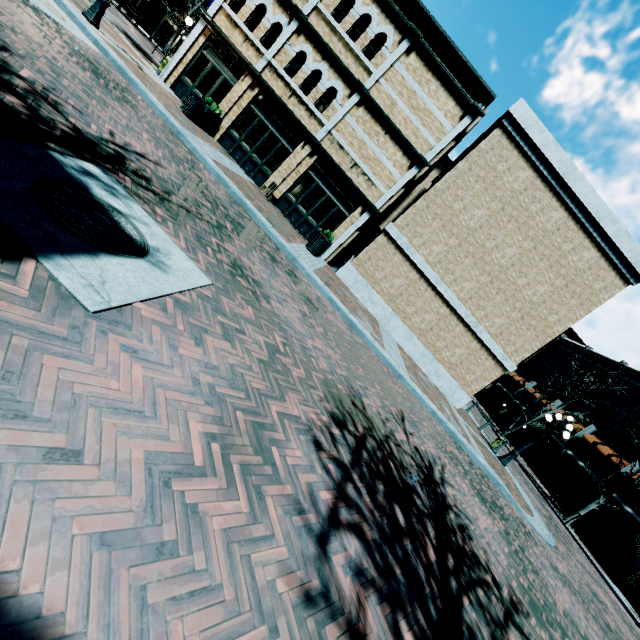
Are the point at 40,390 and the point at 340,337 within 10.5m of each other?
yes

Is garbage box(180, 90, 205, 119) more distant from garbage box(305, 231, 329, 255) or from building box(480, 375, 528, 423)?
garbage box(305, 231, 329, 255)

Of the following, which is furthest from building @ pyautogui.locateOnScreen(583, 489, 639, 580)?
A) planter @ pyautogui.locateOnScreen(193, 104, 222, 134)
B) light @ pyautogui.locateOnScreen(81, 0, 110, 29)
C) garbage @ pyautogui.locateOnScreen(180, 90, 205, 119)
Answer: light @ pyautogui.locateOnScreen(81, 0, 110, 29)

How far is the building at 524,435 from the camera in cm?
3359

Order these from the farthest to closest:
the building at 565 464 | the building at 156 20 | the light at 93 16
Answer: the building at 156 20 → the building at 565 464 → the light at 93 16

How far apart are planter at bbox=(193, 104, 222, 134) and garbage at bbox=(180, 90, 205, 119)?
0.1 meters

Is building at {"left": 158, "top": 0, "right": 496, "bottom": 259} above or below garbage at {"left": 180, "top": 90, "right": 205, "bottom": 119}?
above

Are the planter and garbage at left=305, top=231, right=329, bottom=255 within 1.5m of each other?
no
